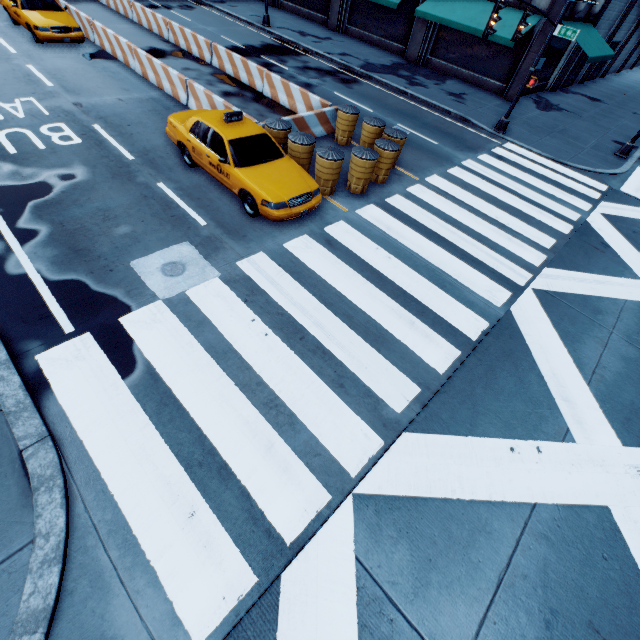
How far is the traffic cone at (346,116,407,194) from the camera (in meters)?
9.30

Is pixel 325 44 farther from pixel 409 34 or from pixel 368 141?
pixel 368 141

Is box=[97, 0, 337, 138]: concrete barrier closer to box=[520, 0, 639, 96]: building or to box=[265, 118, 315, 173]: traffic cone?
box=[265, 118, 315, 173]: traffic cone

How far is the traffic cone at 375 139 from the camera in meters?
9.3

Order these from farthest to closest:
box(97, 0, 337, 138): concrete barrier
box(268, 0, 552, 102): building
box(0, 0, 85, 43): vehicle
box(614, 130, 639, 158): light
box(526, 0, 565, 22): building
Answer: box(268, 0, 552, 102): building < box(526, 0, 565, 22): building < box(614, 130, 639, 158): light < box(0, 0, 85, 43): vehicle < box(97, 0, 337, 138): concrete barrier

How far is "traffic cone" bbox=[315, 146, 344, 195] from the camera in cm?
883

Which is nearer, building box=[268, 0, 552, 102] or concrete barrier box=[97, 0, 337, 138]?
concrete barrier box=[97, 0, 337, 138]

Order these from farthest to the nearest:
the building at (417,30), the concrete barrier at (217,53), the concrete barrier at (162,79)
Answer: the building at (417,30) < the concrete barrier at (217,53) < the concrete barrier at (162,79)
